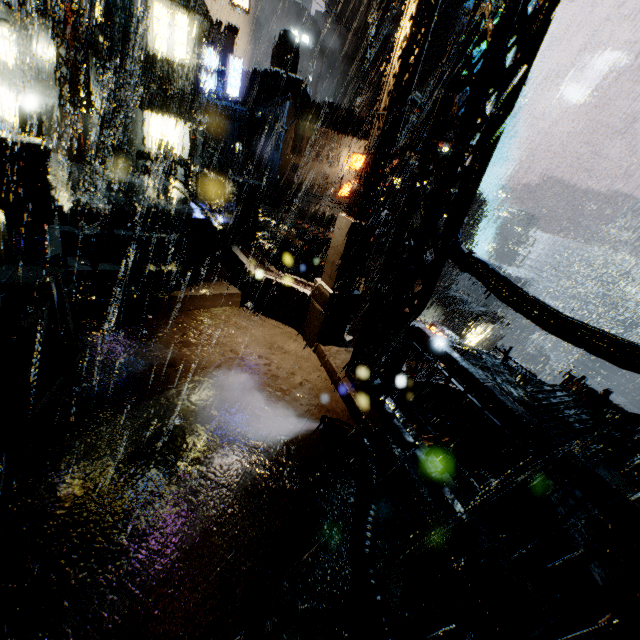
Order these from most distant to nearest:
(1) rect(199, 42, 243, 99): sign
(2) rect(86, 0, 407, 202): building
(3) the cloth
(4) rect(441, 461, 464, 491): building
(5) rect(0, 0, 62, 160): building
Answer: (3) the cloth, (1) rect(199, 42, 243, 99): sign, (2) rect(86, 0, 407, 202): building, (5) rect(0, 0, 62, 160): building, (4) rect(441, 461, 464, 491): building

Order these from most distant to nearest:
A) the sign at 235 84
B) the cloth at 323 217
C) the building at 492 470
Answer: the cloth at 323 217
the sign at 235 84
the building at 492 470

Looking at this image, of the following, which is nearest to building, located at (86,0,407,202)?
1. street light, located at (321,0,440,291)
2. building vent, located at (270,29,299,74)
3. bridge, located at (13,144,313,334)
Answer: bridge, located at (13,144,313,334)

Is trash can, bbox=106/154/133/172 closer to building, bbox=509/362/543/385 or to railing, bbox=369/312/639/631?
building, bbox=509/362/543/385

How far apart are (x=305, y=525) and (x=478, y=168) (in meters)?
5.81

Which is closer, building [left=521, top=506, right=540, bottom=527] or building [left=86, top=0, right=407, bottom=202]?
building [left=521, top=506, right=540, bottom=527]

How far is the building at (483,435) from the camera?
14.0 meters

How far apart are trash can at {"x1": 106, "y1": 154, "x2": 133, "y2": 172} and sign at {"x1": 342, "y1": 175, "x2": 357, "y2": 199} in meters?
19.9
